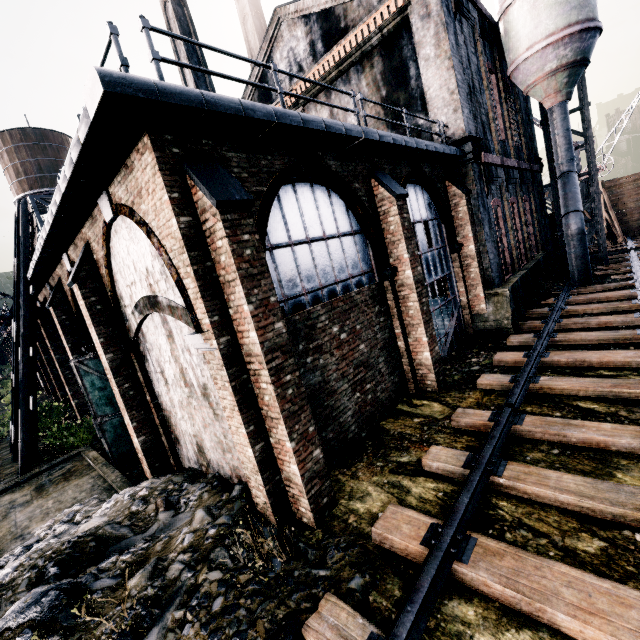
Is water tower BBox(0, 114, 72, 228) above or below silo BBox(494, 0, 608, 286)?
above

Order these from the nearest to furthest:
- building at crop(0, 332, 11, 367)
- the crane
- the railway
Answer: the railway, the crane, building at crop(0, 332, 11, 367)

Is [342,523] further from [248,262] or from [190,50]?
[190,50]

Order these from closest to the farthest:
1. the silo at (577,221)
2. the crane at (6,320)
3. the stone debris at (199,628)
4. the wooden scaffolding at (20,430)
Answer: the stone debris at (199,628) < the wooden scaffolding at (20,430) < the silo at (577,221) < the crane at (6,320)

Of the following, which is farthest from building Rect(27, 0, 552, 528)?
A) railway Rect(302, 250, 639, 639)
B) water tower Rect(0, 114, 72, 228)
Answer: water tower Rect(0, 114, 72, 228)

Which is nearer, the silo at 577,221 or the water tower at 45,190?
the silo at 577,221

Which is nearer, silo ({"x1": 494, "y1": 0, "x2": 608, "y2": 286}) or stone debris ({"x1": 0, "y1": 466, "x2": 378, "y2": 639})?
stone debris ({"x1": 0, "y1": 466, "x2": 378, "y2": 639})
